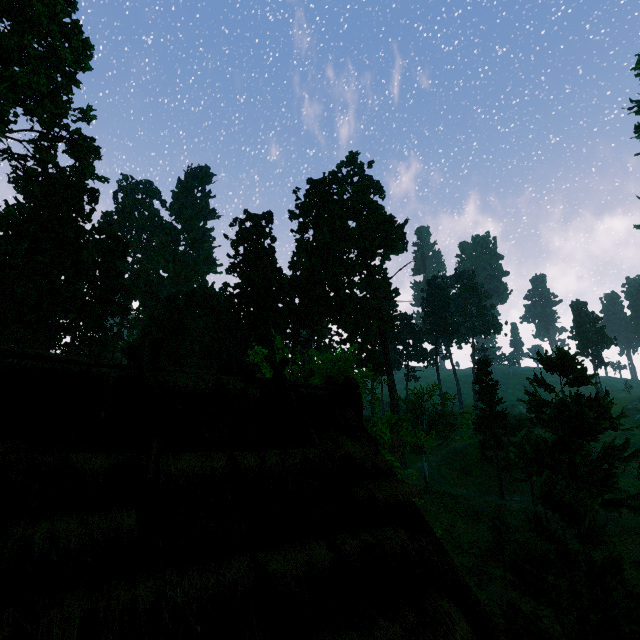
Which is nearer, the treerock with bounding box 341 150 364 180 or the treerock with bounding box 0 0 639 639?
the treerock with bounding box 0 0 639 639

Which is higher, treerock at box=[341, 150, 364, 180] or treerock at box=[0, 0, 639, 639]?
treerock at box=[341, 150, 364, 180]

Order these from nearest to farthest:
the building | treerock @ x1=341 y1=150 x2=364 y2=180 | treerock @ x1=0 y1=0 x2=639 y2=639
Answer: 1. the building
2. treerock @ x1=0 y1=0 x2=639 y2=639
3. treerock @ x1=341 y1=150 x2=364 y2=180

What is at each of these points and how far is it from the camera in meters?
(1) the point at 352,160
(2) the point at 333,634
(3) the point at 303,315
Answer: (1) treerock, 59.6 m
(2) building, 2.4 m
(3) treerock, 47.7 m

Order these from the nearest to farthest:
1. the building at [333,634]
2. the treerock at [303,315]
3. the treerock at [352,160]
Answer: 1. the building at [333,634]
2. the treerock at [303,315]
3. the treerock at [352,160]

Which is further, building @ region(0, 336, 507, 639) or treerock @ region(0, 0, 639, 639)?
treerock @ region(0, 0, 639, 639)

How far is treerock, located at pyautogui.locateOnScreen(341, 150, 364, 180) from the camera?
Answer: 55.9m

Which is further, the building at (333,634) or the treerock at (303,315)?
the treerock at (303,315)
